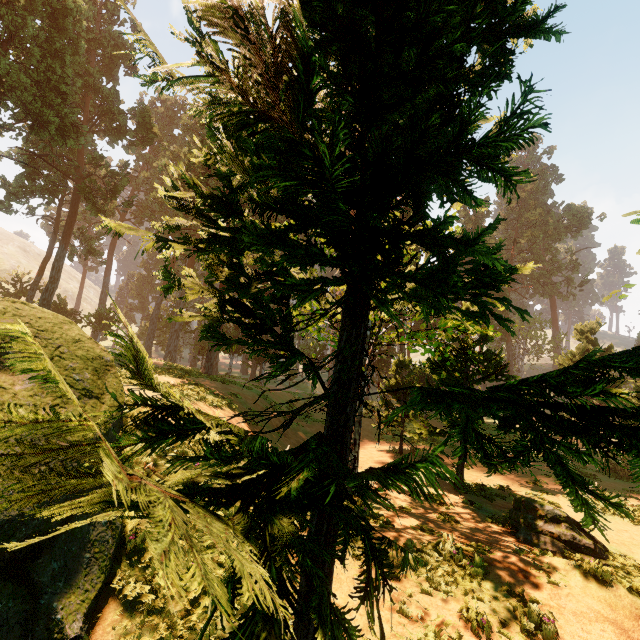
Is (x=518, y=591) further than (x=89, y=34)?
No
